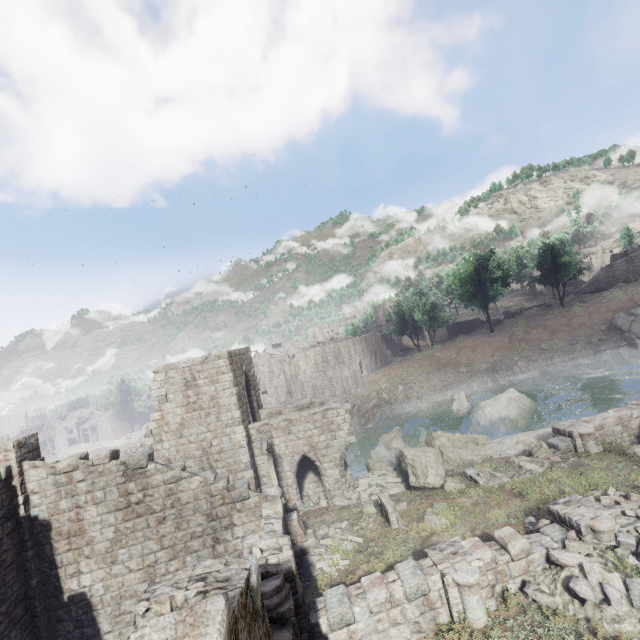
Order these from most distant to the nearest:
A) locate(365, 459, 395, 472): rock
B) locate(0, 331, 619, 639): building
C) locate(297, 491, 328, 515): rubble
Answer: locate(365, 459, 395, 472): rock
locate(297, 491, 328, 515): rubble
locate(0, 331, 619, 639): building

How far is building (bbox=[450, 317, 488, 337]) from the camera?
57.1m

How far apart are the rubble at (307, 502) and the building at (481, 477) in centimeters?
858cm

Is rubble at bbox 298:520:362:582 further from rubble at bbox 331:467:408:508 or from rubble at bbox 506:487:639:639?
rubble at bbox 506:487:639:639

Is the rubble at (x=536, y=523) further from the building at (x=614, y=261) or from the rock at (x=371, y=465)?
the building at (x=614, y=261)

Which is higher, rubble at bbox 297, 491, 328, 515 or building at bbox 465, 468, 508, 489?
building at bbox 465, 468, 508, 489

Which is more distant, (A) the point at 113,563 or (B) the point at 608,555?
(A) the point at 113,563

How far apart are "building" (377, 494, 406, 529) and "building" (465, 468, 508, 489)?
3.2m
